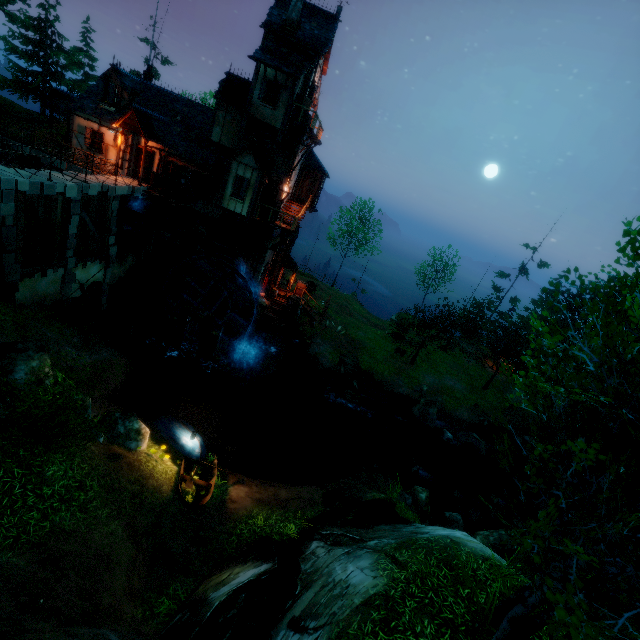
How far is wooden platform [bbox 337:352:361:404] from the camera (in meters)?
23.06

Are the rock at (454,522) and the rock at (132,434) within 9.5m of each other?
no

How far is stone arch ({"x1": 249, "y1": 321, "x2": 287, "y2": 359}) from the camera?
25.3m

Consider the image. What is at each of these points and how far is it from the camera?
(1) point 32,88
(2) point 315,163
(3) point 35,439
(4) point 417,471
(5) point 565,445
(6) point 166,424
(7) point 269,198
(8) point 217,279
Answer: (1) tree, 33.6 meters
(2) building, 25.0 meters
(3) bush, 7.9 meters
(4) rock, 19.4 meters
(5) tree, 4.7 meters
(6) boat, 15.0 meters
(7) tower, 22.4 meters
(8) water wheel, 21.3 meters

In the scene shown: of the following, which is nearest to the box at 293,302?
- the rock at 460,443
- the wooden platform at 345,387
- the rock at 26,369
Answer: the wooden platform at 345,387

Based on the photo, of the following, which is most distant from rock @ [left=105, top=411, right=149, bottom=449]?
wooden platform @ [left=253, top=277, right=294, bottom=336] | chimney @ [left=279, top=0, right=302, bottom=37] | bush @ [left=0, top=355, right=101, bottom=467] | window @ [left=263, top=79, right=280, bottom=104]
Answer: chimney @ [left=279, top=0, right=302, bottom=37]

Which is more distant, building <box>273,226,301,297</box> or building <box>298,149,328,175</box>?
building <box>273,226,301,297</box>

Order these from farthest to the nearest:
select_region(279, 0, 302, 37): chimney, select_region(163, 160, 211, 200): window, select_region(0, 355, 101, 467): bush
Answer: select_region(163, 160, 211, 200): window, select_region(279, 0, 302, 37): chimney, select_region(0, 355, 101, 467): bush
